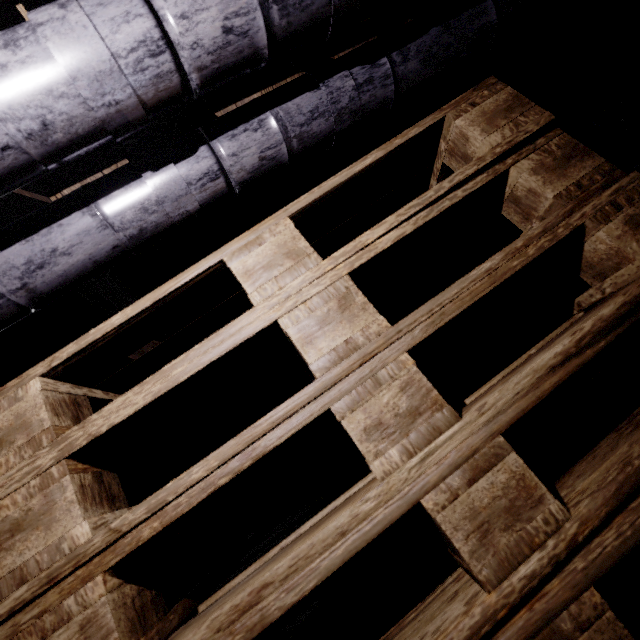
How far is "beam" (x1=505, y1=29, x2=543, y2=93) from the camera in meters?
1.7 m

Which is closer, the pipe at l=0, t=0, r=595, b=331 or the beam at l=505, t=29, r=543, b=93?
the pipe at l=0, t=0, r=595, b=331

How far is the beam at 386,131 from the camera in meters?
1.5 m

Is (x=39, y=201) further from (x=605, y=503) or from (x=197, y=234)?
(x=605, y=503)

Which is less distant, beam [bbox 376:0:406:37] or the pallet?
the pallet

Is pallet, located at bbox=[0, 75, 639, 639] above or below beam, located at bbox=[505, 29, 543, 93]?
below
